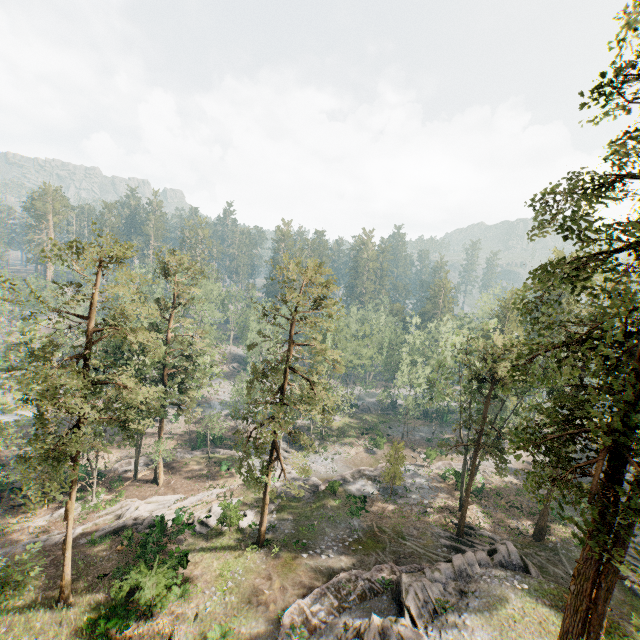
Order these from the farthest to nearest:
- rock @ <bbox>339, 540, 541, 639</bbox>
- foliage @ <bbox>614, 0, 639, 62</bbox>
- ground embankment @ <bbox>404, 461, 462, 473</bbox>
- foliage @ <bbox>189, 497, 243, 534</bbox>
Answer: ground embankment @ <bbox>404, 461, 462, 473</bbox>, foliage @ <bbox>189, 497, 243, 534</bbox>, rock @ <bbox>339, 540, 541, 639</bbox>, foliage @ <bbox>614, 0, 639, 62</bbox>

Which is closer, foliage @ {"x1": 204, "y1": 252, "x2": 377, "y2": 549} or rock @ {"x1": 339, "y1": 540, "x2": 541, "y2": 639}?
rock @ {"x1": 339, "y1": 540, "x2": 541, "y2": 639}

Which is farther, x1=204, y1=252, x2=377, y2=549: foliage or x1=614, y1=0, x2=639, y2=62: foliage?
x1=204, y1=252, x2=377, y2=549: foliage

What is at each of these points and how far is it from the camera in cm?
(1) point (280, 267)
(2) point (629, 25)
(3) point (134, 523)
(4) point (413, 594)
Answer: (1) foliage, 2286
(2) foliage, 1253
(3) foliage, 2989
(4) rock, 1911

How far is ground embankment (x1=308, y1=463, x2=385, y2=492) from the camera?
35.55m

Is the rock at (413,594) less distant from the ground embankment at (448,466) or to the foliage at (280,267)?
the foliage at (280,267)

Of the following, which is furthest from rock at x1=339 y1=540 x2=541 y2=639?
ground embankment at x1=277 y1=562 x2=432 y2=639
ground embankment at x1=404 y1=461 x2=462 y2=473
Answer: ground embankment at x1=404 y1=461 x2=462 y2=473

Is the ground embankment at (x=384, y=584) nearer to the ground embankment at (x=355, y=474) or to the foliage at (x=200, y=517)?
the foliage at (x=200, y=517)
